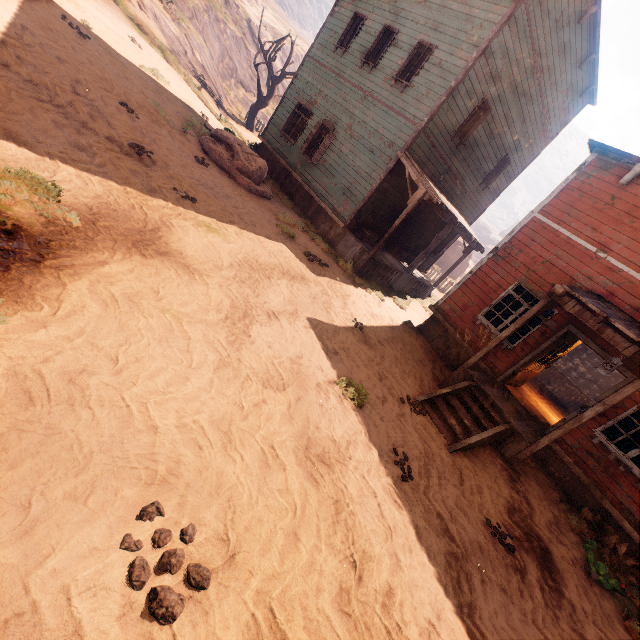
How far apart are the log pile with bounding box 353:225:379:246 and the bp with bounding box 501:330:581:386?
6.6m

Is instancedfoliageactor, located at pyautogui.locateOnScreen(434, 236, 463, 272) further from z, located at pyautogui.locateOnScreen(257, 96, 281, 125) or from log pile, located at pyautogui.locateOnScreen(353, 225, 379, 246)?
z, located at pyautogui.locateOnScreen(257, 96, 281, 125)

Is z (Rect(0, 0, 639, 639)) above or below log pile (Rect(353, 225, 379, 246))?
below

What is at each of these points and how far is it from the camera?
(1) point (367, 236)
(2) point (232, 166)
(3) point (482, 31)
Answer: (1) log pile, 12.35m
(2) instancedfoliageactor, 11.31m
(3) building, 9.62m

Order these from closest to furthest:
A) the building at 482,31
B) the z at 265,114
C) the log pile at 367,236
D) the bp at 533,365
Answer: the bp at 533,365, the building at 482,31, the log pile at 367,236, the z at 265,114

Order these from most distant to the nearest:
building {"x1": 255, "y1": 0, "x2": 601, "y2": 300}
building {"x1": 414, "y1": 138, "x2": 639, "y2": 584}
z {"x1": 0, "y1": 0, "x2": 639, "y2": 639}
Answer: building {"x1": 255, "y1": 0, "x2": 601, "y2": 300} → building {"x1": 414, "y1": 138, "x2": 639, "y2": 584} → z {"x1": 0, "y1": 0, "x2": 639, "y2": 639}

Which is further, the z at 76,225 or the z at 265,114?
the z at 265,114

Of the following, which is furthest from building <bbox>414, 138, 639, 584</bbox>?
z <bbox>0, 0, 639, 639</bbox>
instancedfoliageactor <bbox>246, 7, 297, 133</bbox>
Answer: instancedfoliageactor <bbox>246, 7, 297, 133</bbox>
